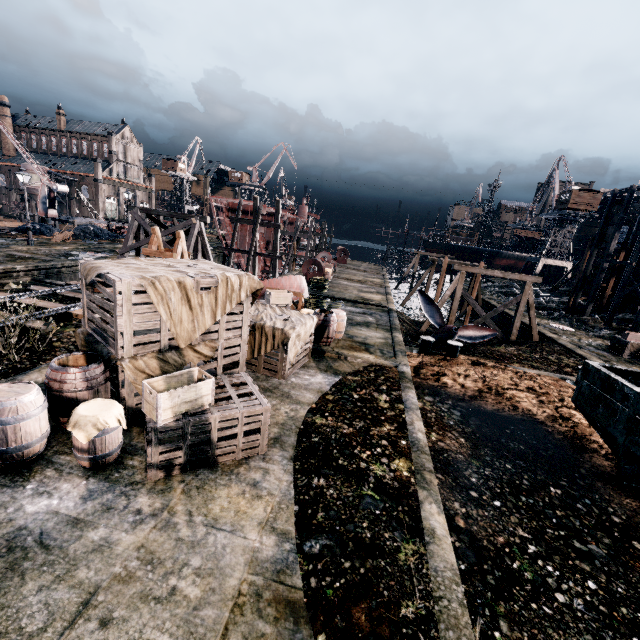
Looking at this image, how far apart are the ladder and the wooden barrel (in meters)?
5.00

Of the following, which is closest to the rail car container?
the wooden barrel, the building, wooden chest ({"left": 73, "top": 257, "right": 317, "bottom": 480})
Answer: wooden chest ({"left": 73, "top": 257, "right": 317, "bottom": 480})

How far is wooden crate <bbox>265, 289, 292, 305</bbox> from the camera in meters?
15.3

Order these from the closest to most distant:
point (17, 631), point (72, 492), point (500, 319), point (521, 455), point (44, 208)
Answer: point (17, 631) < point (72, 492) < point (521, 455) < point (500, 319) < point (44, 208)

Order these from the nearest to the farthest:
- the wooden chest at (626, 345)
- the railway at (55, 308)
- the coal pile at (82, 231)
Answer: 1. the railway at (55, 308)
2. the wooden chest at (626, 345)
3. the coal pile at (82, 231)

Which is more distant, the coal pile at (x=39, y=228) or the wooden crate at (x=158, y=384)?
the coal pile at (x=39, y=228)

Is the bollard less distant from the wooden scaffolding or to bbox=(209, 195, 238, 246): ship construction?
the wooden scaffolding

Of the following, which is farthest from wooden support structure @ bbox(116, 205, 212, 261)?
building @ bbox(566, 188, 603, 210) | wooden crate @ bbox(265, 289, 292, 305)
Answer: building @ bbox(566, 188, 603, 210)
